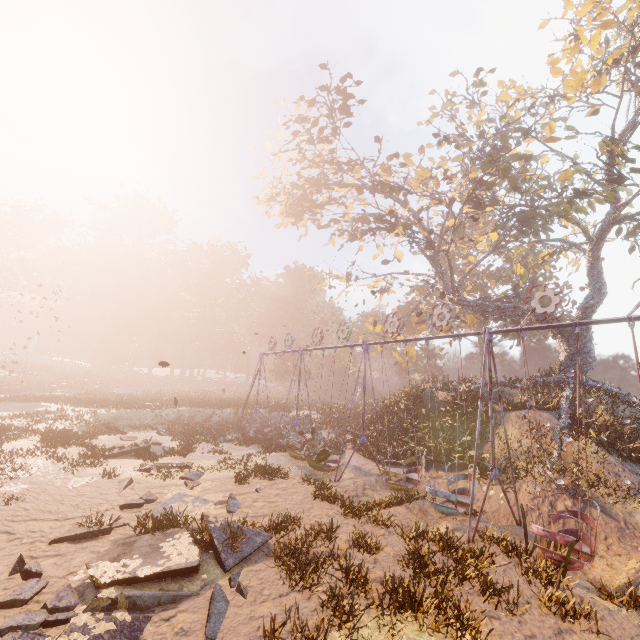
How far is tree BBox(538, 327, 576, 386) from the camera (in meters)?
20.89

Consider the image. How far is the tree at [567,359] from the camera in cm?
2089

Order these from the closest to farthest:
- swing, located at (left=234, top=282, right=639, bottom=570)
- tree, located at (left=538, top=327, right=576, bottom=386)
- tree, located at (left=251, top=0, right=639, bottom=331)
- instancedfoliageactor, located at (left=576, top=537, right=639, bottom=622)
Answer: instancedfoliageactor, located at (left=576, top=537, right=639, bottom=622), swing, located at (left=234, top=282, right=639, bottom=570), tree, located at (left=251, top=0, right=639, bottom=331), tree, located at (left=538, top=327, right=576, bottom=386)

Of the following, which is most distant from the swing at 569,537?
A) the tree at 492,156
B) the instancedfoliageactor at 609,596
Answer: the tree at 492,156

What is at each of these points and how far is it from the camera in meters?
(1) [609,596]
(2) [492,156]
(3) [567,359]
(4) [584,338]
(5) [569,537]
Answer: (1) instancedfoliageactor, 6.8 m
(2) tree, 16.9 m
(3) tree, 21.5 m
(4) tree, 21.2 m
(5) swing, 7.5 m

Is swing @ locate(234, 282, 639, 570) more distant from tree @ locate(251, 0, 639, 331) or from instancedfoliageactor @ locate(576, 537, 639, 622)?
tree @ locate(251, 0, 639, 331)
